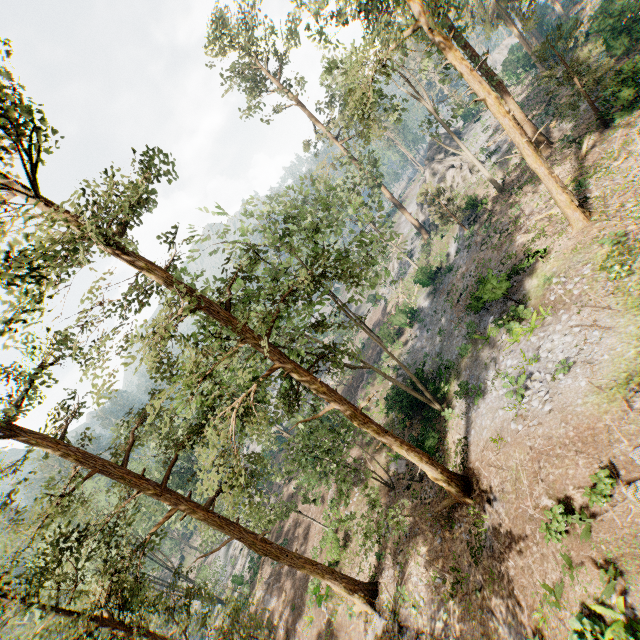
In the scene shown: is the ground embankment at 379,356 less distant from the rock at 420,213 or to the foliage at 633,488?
the foliage at 633,488

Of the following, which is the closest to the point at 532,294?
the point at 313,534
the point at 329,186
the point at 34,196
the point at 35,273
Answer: the point at 329,186

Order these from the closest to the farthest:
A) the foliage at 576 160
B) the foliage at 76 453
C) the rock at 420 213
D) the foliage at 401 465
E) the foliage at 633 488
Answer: the foliage at 633 488
the foliage at 76 453
the foliage at 576 160
the foliage at 401 465
the rock at 420 213

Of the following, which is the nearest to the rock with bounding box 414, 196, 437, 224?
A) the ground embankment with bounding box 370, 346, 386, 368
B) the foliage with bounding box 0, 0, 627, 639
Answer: the foliage with bounding box 0, 0, 627, 639

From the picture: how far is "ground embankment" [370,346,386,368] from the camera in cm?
3722

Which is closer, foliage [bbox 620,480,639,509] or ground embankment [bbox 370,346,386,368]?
foliage [bbox 620,480,639,509]

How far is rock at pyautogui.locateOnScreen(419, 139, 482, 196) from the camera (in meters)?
36.81
